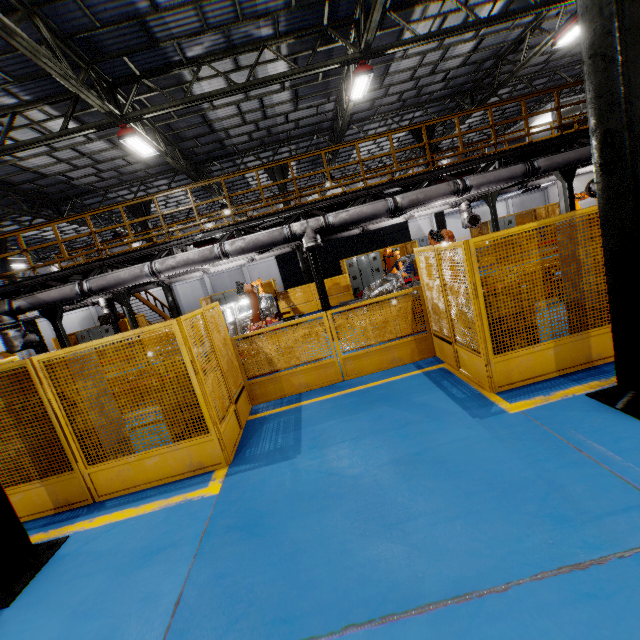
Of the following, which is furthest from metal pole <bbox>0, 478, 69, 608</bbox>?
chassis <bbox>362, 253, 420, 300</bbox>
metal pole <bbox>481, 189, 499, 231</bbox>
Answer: metal pole <bbox>481, 189, 499, 231</bbox>

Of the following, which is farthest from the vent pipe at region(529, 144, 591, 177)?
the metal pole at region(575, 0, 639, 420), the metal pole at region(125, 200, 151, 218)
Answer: the metal pole at region(125, 200, 151, 218)

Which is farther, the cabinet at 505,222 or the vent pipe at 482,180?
the cabinet at 505,222

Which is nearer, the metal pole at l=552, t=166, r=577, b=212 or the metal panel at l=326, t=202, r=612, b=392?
the metal panel at l=326, t=202, r=612, b=392

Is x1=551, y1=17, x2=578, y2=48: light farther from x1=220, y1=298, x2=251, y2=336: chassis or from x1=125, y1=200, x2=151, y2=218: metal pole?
x1=125, y1=200, x2=151, y2=218: metal pole

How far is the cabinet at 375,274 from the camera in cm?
1841

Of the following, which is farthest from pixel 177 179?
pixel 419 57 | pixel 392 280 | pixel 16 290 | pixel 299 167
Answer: pixel 392 280

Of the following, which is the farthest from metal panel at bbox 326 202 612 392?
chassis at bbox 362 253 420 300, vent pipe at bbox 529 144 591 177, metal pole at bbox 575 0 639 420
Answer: chassis at bbox 362 253 420 300
